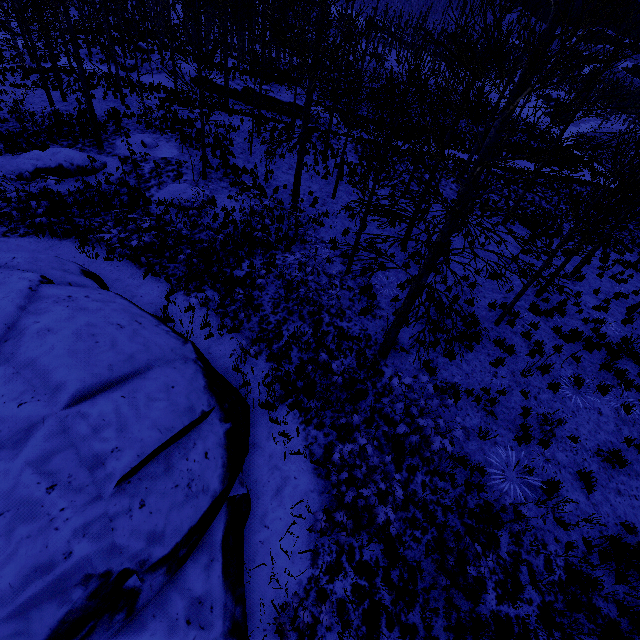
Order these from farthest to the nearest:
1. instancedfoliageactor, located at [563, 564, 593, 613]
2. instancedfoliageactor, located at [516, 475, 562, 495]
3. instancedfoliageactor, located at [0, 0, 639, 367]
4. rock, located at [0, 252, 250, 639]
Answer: instancedfoliageactor, located at [516, 475, 562, 495] → instancedfoliageactor, located at [563, 564, 593, 613] → instancedfoliageactor, located at [0, 0, 639, 367] → rock, located at [0, 252, 250, 639]

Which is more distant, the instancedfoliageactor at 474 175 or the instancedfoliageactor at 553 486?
the instancedfoliageactor at 553 486

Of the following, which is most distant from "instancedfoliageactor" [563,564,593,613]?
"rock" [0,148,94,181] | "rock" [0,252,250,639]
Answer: "rock" [0,148,94,181]

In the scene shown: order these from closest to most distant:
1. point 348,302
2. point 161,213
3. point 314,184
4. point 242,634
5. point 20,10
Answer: point 242,634
point 348,302
point 161,213
point 20,10
point 314,184

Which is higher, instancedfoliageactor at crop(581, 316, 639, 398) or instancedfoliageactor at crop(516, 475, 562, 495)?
instancedfoliageactor at crop(581, 316, 639, 398)

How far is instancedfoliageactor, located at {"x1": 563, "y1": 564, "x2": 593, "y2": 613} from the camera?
5.9 meters

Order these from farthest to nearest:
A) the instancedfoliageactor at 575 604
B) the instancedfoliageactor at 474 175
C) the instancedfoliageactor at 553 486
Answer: the instancedfoliageactor at 553 486
the instancedfoliageactor at 575 604
the instancedfoliageactor at 474 175
